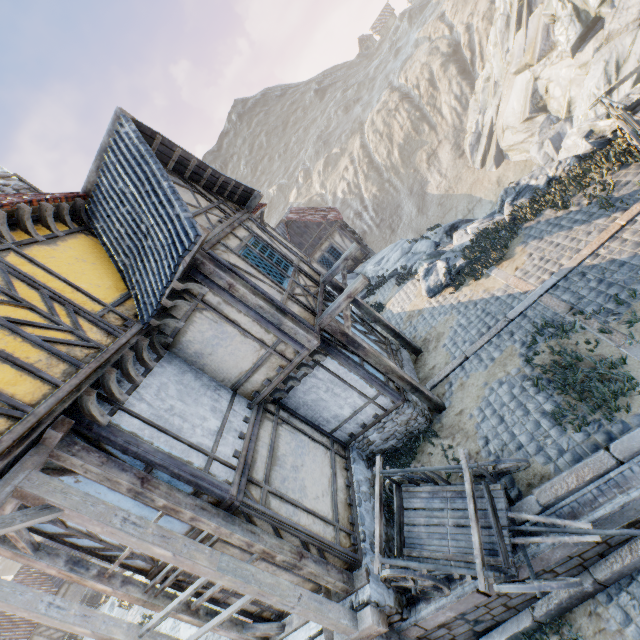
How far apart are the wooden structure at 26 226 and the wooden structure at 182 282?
2.71m

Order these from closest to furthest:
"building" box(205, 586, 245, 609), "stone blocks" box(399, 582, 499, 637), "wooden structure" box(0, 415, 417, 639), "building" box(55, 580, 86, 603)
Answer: "wooden structure" box(0, 415, 417, 639), "stone blocks" box(399, 582, 499, 637), "building" box(205, 586, 245, 609), "building" box(55, 580, 86, 603)

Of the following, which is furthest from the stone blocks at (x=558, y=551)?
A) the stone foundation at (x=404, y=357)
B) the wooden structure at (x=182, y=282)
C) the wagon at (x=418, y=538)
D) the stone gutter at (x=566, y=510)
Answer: the wooden structure at (x=182, y=282)

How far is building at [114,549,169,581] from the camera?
6.1m

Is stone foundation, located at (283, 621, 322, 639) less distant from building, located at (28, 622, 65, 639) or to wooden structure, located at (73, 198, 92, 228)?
wooden structure, located at (73, 198, 92, 228)

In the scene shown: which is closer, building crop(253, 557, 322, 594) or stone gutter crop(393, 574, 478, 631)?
stone gutter crop(393, 574, 478, 631)

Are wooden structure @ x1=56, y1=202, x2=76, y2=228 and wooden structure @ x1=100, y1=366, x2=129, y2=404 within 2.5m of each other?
no

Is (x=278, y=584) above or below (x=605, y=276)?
above
